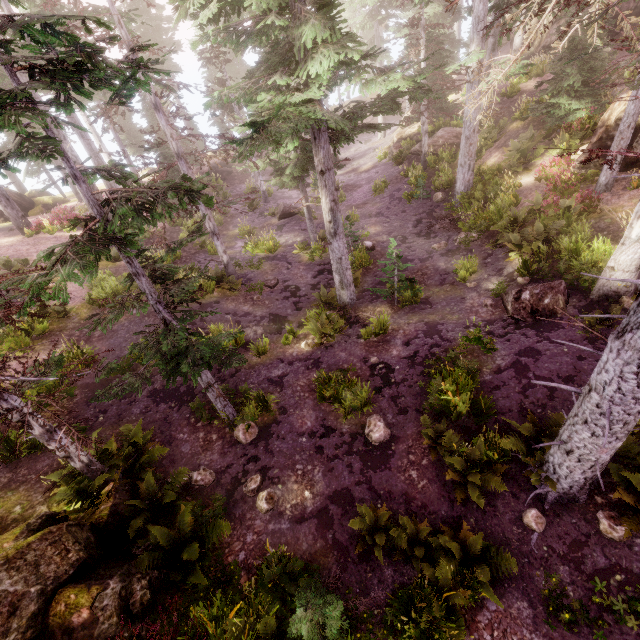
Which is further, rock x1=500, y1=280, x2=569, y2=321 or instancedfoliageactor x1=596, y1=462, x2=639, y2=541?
rock x1=500, y1=280, x2=569, y2=321

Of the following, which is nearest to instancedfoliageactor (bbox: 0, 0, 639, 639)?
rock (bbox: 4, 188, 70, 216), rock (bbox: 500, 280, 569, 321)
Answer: rock (bbox: 500, 280, 569, 321)

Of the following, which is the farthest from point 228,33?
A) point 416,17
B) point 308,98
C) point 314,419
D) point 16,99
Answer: point 416,17

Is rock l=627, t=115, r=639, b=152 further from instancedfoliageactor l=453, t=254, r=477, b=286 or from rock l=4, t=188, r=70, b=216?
rock l=4, t=188, r=70, b=216

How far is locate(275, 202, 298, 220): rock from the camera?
23.2 meters

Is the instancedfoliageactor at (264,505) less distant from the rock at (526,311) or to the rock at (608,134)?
the rock at (608,134)

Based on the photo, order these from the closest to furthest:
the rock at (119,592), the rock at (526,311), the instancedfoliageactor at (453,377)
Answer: the rock at (119,592) → the instancedfoliageactor at (453,377) → the rock at (526,311)

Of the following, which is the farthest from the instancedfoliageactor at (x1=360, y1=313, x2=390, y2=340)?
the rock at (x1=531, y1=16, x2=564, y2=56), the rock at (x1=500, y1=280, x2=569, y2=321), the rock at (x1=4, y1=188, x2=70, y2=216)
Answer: the rock at (x1=4, y1=188, x2=70, y2=216)
